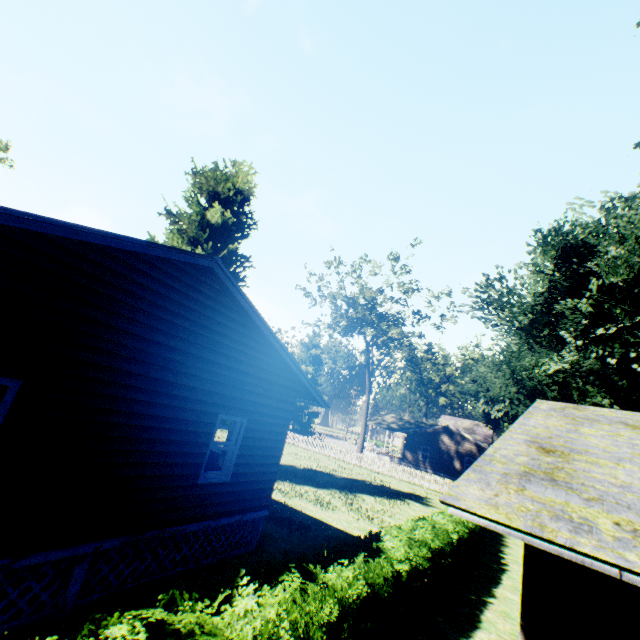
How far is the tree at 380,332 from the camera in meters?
33.1

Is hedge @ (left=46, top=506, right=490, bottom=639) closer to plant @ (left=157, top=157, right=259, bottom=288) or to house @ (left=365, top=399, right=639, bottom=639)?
house @ (left=365, top=399, right=639, bottom=639)

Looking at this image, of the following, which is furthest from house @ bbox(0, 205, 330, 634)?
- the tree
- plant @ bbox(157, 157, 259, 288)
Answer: the tree

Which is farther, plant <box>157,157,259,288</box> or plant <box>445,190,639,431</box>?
plant <box>157,157,259,288</box>

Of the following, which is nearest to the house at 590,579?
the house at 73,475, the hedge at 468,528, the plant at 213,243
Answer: the hedge at 468,528

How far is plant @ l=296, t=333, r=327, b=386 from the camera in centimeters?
4685cm

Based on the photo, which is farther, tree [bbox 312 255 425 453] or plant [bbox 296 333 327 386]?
plant [bbox 296 333 327 386]

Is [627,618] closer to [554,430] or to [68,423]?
[554,430]
